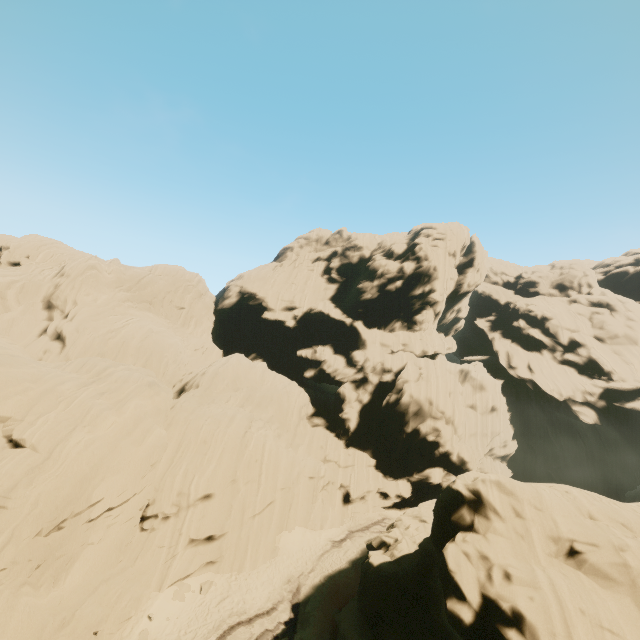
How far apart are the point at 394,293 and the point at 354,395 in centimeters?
1501cm
